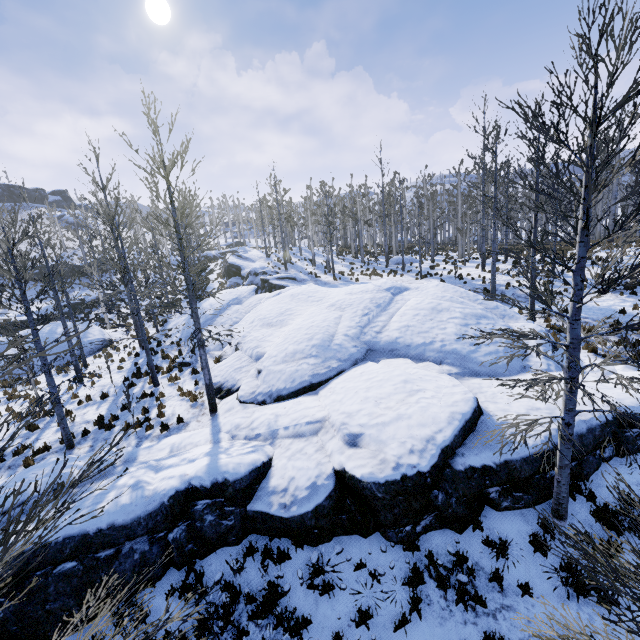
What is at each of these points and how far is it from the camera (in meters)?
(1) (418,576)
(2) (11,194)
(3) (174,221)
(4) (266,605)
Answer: (1) instancedfoliageactor, 6.12
(2) rock, 59.84
(3) instancedfoliageactor, 9.96
(4) instancedfoliageactor, 6.02

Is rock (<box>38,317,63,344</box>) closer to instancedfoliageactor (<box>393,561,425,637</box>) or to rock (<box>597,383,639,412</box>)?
instancedfoliageactor (<box>393,561,425,637</box>)

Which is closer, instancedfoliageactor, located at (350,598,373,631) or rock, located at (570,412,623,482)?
instancedfoliageactor, located at (350,598,373,631)

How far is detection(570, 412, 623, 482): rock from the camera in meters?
7.4

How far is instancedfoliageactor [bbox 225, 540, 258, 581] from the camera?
6.39m

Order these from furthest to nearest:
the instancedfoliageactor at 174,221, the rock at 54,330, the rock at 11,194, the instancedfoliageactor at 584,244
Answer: the rock at 11,194 < the rock at 54,330 < the instancedfoliageactor at 584,244 < the instancedfoliageactor at 174,221

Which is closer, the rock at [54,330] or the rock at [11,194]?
the rock at [54,330]
